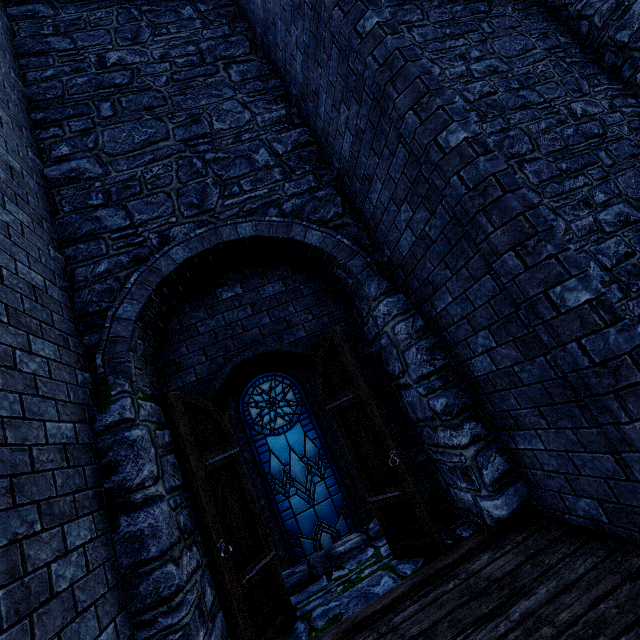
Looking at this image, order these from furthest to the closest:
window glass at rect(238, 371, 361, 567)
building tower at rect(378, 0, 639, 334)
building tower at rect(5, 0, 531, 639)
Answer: window glass at rect(238, 371, 361, 567)
building tower at rect(378, 0, 639, 334)
building tower at rect(5, 0, 531, 639)

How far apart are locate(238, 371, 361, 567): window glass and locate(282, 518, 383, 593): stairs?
1.1m

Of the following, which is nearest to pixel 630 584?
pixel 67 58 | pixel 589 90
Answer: pixel 589 90

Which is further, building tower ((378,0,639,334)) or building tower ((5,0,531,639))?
building tower ((378,0,639,334))

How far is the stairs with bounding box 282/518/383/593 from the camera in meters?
4.1

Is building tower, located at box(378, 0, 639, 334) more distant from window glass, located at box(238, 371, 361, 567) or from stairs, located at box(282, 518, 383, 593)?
window glass, located at box(238, 371, 361, 567)

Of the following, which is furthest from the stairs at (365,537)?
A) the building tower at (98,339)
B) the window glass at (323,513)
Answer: the window glass at (323,513)

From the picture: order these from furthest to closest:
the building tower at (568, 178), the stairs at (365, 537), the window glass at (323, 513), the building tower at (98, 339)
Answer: the window glass at (323, 513) < the building tower at (568, 178) < the stairs at (365, 537) < the building tower at (98, 339)
